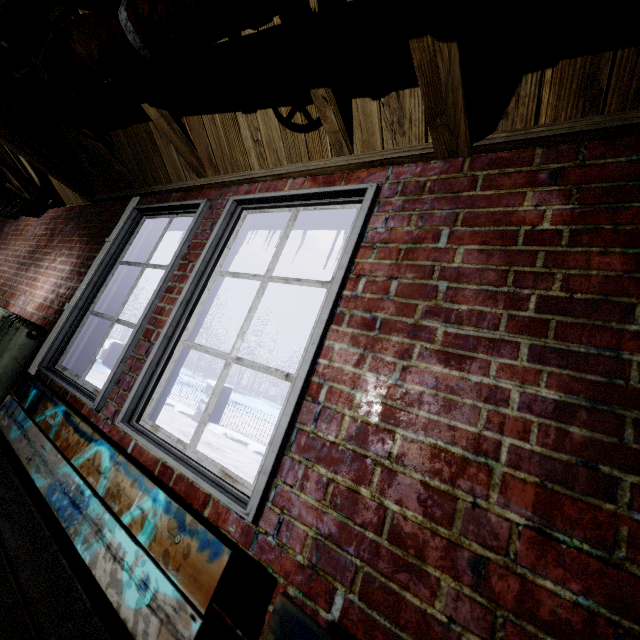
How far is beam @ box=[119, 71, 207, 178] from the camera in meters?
1.6 m

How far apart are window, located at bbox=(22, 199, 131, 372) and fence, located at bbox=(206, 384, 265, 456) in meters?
3.7

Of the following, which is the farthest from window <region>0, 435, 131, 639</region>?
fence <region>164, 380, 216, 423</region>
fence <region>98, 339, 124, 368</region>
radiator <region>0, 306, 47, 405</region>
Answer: fence <region>98, 339, 124, 368</region>

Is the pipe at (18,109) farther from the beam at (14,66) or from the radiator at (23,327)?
the radiator at (23,327)

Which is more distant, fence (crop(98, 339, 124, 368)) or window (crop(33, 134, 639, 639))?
fence (crop(98, 339, 124, 368))

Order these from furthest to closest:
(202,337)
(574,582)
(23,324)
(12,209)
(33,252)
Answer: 1. (202,337)
2. (12,209)
3. (33,252)
4. (23,324)
5. (574,582)

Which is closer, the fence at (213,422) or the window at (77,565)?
the window at (77,565)

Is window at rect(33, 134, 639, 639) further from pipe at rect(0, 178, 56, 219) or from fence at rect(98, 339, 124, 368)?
fence at rect(98, 339, 124, 368)
